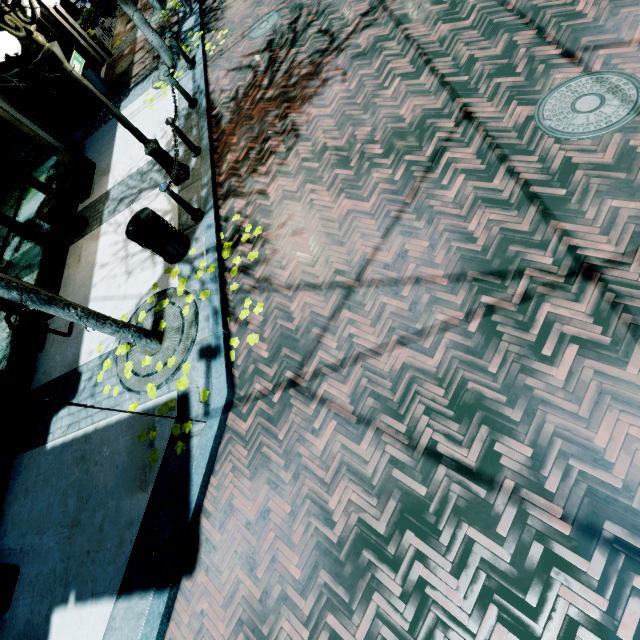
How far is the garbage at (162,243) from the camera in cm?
516

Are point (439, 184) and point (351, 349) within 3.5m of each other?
yes

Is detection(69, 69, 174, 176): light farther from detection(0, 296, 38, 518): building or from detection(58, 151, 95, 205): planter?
detection(58, 151, 95, 205): planter

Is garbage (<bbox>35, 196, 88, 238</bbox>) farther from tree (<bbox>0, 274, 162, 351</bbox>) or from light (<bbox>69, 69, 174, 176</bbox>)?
tree (<bbox>0, 274, 162, 351</bbox>)

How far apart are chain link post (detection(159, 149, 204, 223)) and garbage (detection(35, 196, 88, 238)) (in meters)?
3.85

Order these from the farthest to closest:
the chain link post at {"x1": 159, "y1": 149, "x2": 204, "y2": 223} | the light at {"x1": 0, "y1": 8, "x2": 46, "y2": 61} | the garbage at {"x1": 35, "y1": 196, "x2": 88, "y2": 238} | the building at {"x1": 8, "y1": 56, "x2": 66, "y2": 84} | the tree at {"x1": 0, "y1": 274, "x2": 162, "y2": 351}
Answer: the building at {"x1": 8, "y1": 56, "x2": 66, "y2": 84}, the garbage at {"x1": 35, "y1": 196, "x2": 88, "y2": 238}, the chain link post at {"x1": 159, "y1": 149, "x2": 204, "y2": 223}, the light at {"x1": 0, "y1": 8, "x2": 46, "y2": 61}, the tree at {"x1": 0, "y1": 274, "x2": 162, "y2": 351}

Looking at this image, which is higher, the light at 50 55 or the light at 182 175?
the light at 50 55

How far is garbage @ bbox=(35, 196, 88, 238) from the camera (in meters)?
7.37
